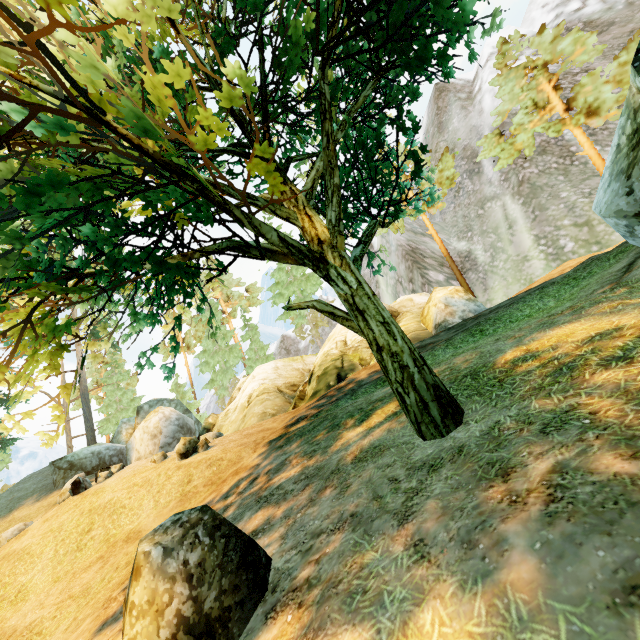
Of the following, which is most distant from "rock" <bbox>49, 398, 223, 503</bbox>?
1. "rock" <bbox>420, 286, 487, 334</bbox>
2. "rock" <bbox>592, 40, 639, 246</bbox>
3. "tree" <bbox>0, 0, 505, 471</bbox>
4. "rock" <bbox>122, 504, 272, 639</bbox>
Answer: "rock" <bbox>592, 40, 639, 246</bbox>

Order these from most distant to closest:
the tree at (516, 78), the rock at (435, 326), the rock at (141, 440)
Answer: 1. the tree at (516, 78)
2. the rock at (435, 326)
3. the rock at (141, 440)

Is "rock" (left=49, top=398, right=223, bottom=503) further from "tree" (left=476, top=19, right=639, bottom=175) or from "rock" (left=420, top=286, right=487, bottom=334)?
"rock" (left=420, top=286, right=487, bottom=334)

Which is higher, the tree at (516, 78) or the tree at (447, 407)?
the tree at (516, 78)

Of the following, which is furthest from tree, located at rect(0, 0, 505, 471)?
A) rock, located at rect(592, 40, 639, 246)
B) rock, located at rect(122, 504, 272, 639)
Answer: rock, located at rect(592, 40, 639, 246)

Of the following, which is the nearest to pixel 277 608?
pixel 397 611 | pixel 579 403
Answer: pixel 397 611

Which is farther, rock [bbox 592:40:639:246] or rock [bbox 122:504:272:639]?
rock [bbox 592:40:639:246]
